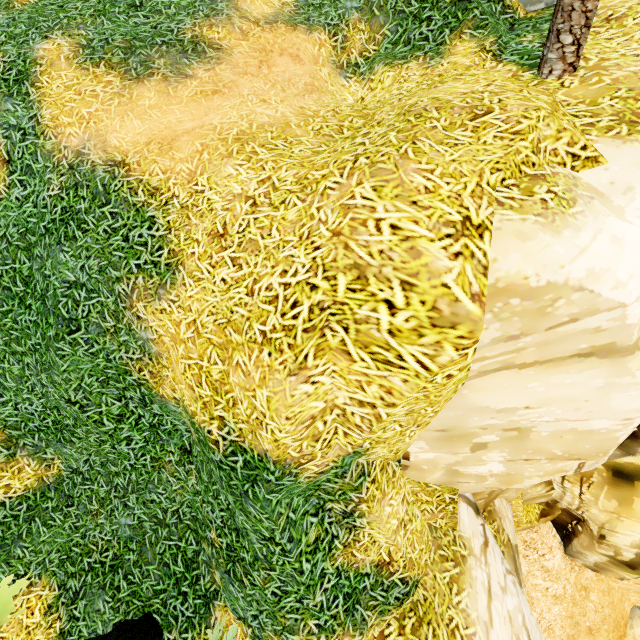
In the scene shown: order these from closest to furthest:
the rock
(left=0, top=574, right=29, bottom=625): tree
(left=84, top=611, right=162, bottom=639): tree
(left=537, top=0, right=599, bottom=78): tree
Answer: (left=0, top=574, right=29, bottom=625): tree, (left=537, top=0, right=599, bottom=78): tree, (left=84, top=611, right=162, bottom=639): tree, the rock

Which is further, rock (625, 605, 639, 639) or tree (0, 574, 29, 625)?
rock (625, 605, 639, 639)

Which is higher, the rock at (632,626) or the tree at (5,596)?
the tree at (5,596)

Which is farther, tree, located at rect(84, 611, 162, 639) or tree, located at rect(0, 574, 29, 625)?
tree, located at rect(84, 611, 162, 639)

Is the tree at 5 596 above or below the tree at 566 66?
below

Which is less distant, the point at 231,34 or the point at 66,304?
the point at 66,304
